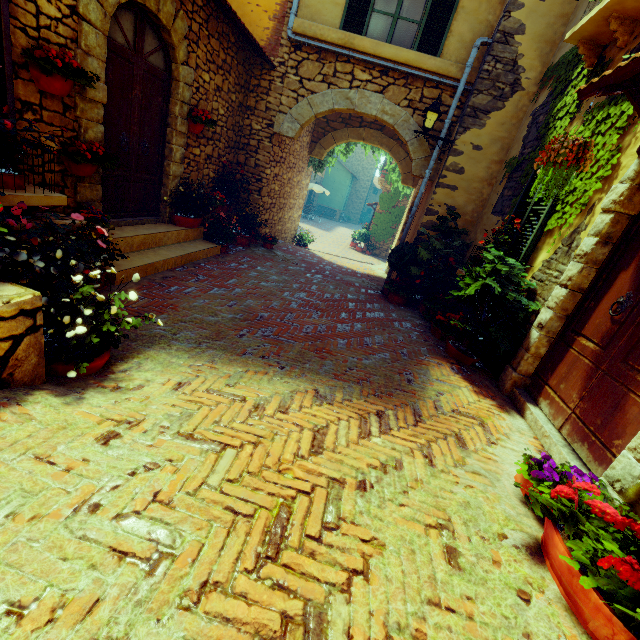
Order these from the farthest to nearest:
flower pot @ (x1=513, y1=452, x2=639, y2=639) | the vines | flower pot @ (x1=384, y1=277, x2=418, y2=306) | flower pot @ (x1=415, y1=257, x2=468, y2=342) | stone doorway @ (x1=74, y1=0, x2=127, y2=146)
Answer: the vines, flower pot @ (x1=384, y1=277, x2=418, y2=306), flower pot @ (x1=415, y1=257, x2=468, y2=342), stone doorway @ (x1=74, y1=0, x2=127, y2=146), flower pot @ (x1=513, y1=452, x2=639, y2=639)

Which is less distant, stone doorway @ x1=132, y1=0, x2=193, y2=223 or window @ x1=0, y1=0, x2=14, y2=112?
window @ x1=0, y1=0, x2=14, y2=112

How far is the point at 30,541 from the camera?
1.24m

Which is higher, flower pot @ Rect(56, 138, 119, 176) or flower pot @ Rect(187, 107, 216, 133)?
flower pot @ Rect(187, 107, 216, 133)

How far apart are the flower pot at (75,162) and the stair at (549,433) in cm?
561

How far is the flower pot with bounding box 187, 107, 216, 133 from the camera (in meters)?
5.57

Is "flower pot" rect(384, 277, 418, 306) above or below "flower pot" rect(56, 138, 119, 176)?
below

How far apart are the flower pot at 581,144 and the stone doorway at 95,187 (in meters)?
4.99
